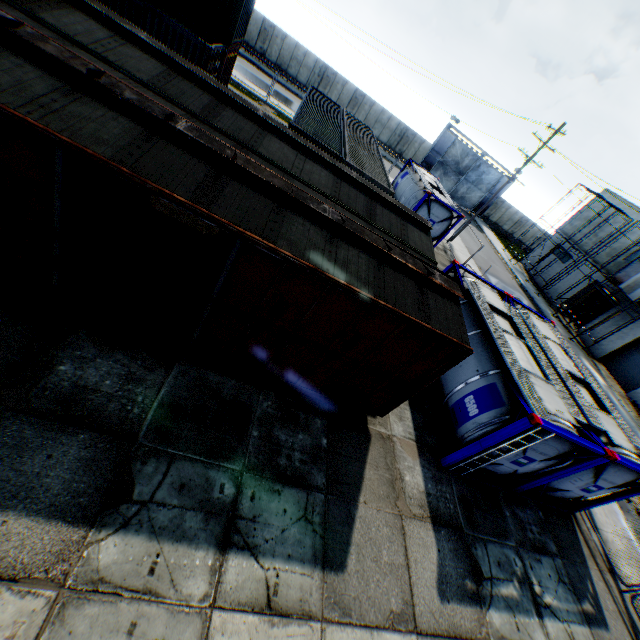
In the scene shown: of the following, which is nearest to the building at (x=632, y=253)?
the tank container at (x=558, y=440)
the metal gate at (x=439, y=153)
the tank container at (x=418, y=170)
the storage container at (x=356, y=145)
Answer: the metal gate at (x=439, y=153)

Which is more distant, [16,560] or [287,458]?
[287,458]

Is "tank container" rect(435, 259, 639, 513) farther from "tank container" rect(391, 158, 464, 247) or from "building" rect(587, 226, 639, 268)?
"building" rect(587, 226, 639, 268)

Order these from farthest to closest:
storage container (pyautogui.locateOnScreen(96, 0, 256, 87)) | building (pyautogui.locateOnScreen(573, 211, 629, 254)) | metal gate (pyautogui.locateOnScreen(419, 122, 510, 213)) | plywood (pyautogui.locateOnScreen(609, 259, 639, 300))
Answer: metal gate (pyautogui.locateOnScreen(419, 122, 510, 213)) → building (pyautogui.locateOnScreen(573, 211, 629, 254)) → plywood (pyautogui.locateOnScreen(609, 259, 639, 300)) → storage container (pyautogui.locateOnScreen(96, 0, 256, 87))

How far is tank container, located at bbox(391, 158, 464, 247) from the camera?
19.67m

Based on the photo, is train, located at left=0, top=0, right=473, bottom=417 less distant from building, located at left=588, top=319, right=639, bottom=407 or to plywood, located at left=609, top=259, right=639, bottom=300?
plywood, located at left=609, top=259, right=639, bottom=300

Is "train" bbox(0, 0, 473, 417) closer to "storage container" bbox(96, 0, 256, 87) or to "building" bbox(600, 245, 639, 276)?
"storage container" bbox(96, 0, 256, 87)

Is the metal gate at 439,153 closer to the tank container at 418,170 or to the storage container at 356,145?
the tank container at 418,170
